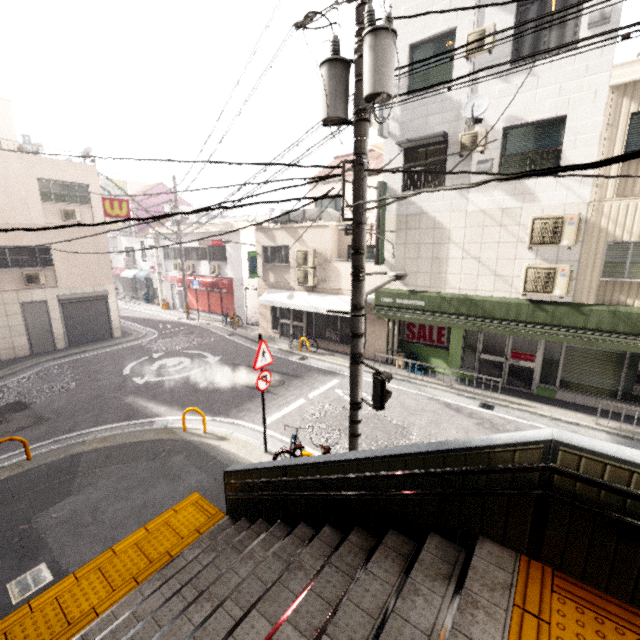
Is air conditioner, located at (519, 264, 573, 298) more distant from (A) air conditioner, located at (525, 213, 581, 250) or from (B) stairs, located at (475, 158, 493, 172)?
(B) stairs, located at (475, 158, 493, 172)

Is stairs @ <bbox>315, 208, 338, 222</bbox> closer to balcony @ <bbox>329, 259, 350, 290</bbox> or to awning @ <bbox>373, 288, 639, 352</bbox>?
balcony @ <bbox>329, 259, 350, 290</bbox>

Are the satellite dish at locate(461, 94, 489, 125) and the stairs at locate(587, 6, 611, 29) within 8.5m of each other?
yes

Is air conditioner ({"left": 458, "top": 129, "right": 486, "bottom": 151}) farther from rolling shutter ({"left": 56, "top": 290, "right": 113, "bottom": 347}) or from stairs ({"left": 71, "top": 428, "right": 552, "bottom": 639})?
rolling shutter ({"left": 56, "top": 290, "right": 113, "bottom": 347})

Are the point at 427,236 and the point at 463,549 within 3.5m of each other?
no

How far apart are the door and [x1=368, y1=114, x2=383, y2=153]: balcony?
16.4m

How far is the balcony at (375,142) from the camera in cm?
1221

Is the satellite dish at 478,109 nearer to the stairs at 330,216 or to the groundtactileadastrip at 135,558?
the stairs at 330,216
